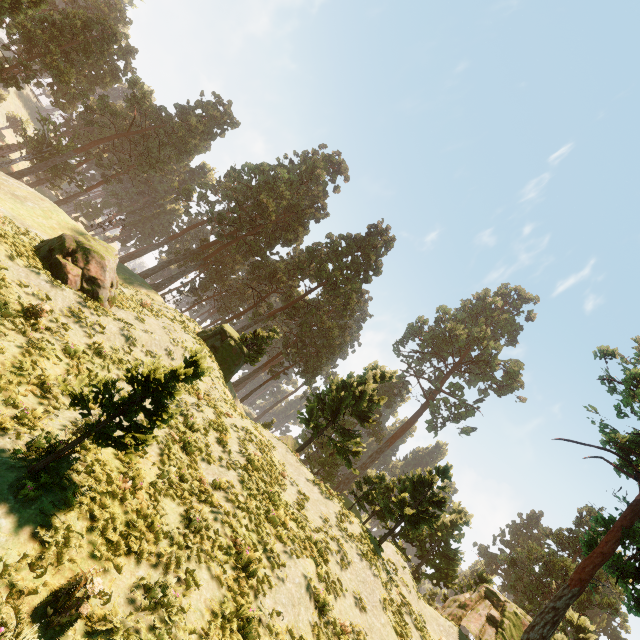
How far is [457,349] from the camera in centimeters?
5556cm

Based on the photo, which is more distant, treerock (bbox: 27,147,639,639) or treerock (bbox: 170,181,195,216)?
treerock (bbox: 170,181,195,216)

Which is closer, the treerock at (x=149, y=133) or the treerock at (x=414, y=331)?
the treerock at (x=149, y=133)

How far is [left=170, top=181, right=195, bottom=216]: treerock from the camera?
55.6m

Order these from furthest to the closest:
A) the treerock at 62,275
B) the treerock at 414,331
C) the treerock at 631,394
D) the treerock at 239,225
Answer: the treerock at 414,331, the treerock at 62,275, the treerock at 631,394, the treerock at 239,225

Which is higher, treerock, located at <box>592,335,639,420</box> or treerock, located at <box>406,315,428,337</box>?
treerock, located at <box>406,315,428,337</box>
